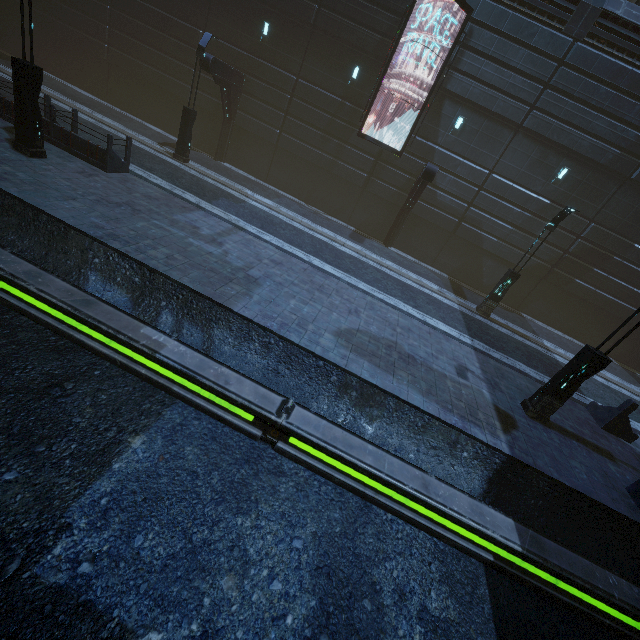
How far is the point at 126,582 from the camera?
4.0m

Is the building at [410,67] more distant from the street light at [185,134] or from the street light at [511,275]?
the street light at [511,275]

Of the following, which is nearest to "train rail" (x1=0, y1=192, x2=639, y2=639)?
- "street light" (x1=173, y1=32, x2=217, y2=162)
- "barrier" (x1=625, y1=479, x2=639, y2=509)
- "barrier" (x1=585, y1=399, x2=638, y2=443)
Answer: "barrier" (x1=625, y1=479, x2=639, y2=509)

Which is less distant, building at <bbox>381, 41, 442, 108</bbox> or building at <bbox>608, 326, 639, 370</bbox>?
building at <bbox>381, 41, 442, 108</bbox>

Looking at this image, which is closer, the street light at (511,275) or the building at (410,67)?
the street light at (511,275)

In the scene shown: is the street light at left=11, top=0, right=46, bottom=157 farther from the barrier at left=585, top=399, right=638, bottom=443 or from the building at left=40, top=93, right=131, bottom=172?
the barrier at left=585, top=399, right=638, bottom=443

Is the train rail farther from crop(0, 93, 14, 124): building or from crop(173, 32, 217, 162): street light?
crop(173, 32, 217, 162): street light

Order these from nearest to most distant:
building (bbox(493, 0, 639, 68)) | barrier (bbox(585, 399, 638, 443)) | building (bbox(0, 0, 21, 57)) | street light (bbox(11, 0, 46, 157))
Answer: street light (bbox(11, 0, 46, 157)) → barrier (bbox(585, 399, 638, 443)) → building (bbox(493, 0, 639, 68)) → building (bbox(0, 0, 21, 57))
